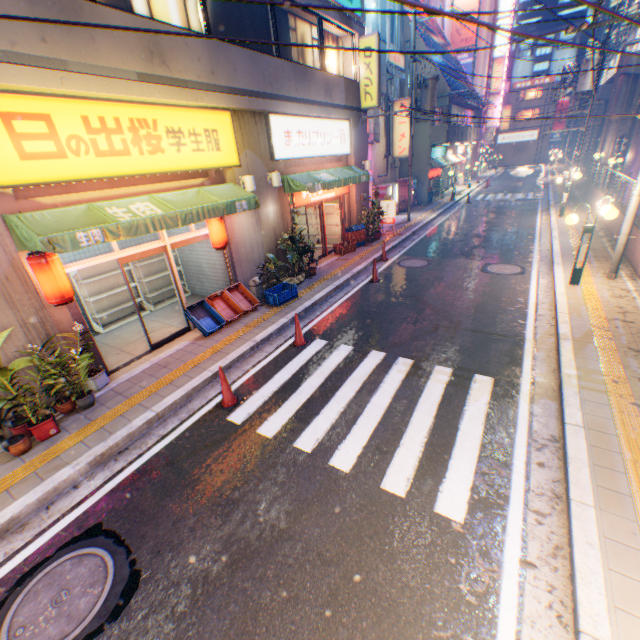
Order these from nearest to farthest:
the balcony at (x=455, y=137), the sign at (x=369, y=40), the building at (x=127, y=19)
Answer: the building at (x=127, y=19) → the sign at (x=369, y=40) → the balcony at (x=455, y=137)

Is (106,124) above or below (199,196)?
above

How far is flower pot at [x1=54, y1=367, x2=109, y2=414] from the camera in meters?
6.1

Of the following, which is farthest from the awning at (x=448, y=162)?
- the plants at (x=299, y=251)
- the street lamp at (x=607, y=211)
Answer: the street lamp at (x=607, y=211)

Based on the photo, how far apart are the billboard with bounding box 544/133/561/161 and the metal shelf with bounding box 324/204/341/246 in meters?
61.1 m

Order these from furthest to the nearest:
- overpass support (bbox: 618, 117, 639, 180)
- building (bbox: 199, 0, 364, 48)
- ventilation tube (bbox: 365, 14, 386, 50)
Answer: overpass support (bbox: 618, 117, 639, 180)
ventilation tube (bbox: 365, 14, 386, 50)
building (bbox: 199, 0, 364, 48)

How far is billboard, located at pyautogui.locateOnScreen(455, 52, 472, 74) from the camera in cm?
3606

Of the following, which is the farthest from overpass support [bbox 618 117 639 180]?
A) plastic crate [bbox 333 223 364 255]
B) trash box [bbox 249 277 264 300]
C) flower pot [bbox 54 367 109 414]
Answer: trash box [bbox 249 277 264 300]
